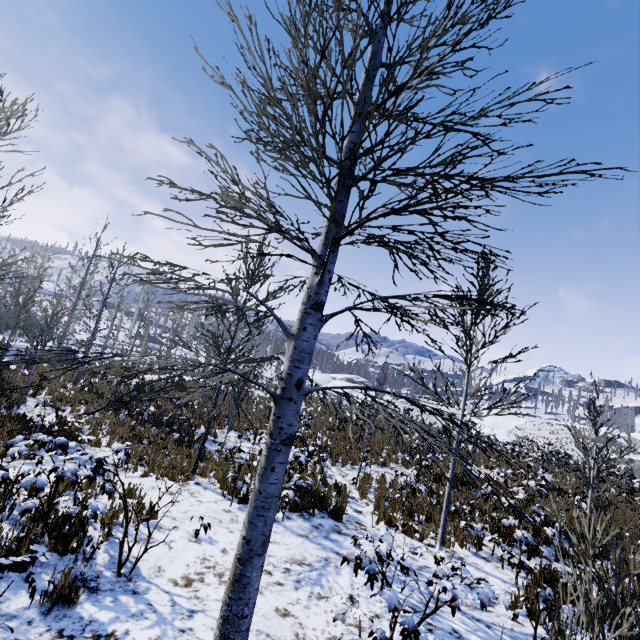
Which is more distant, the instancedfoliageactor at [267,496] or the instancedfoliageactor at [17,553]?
the instancedfoliageactor at [17,553]

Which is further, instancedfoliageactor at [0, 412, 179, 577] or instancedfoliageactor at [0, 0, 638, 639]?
instancedfoliageactor at [0, 412, 179, 577]

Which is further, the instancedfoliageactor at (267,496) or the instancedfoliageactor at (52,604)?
the instancedfoliageactor at (52,604)

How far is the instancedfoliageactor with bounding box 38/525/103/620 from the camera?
3.4m

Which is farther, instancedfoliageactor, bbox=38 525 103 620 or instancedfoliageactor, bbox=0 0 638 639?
instancedfoliageactor, bbox=38 525 103 620

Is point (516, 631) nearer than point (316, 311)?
No

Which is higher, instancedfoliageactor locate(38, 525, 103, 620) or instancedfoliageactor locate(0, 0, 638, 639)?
instancedfoliageactor locate(0, 0, 638, 639)

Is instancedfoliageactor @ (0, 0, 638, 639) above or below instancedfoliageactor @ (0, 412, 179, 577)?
above
